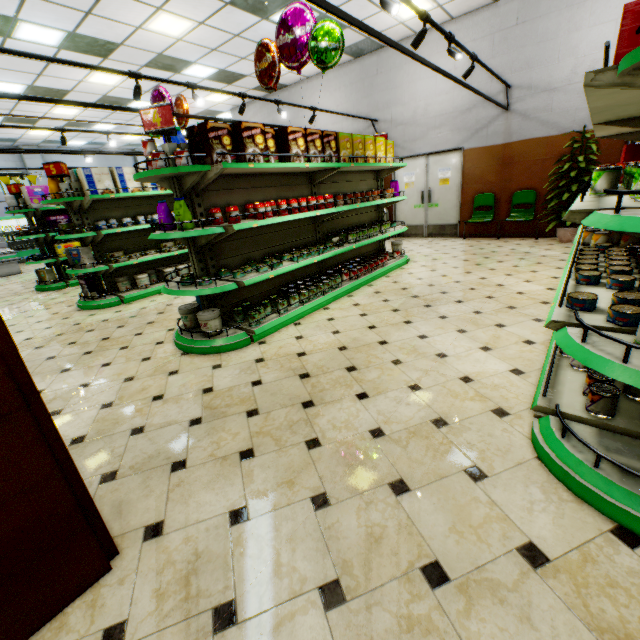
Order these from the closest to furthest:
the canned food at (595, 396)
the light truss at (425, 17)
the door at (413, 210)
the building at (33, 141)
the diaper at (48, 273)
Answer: the canned food at (595, 396), the light truss at (425, 17), the diaper at (48, 273), the door at (413, 210), the building at (33, 141)

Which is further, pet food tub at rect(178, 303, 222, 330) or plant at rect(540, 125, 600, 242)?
plant at rect(540, 125, 600, 242)

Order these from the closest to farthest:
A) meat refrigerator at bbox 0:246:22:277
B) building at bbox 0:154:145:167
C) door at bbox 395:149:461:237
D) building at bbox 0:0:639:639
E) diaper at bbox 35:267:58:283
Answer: building at bbox 0:0:639:639 → diaper at bbox 35:267:58:283 → door at bbox 395:149:461:237 → meat refrigerator at bbox 0:246:22:277 → building at bbox 0:154:145:167

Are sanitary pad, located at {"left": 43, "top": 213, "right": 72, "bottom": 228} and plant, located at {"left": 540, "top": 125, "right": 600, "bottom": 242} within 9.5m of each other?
no

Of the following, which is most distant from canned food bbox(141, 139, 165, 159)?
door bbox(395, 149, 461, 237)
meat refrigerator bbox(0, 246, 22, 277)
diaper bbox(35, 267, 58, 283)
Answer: meat refrigerator bbox(0, 246, 22, 277)

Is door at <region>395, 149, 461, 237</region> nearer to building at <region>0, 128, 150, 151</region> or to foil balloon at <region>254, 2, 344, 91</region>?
building at <region>0, 128, 150, 151</region>

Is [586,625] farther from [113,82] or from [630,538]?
[113,82]

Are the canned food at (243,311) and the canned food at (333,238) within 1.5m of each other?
yes
